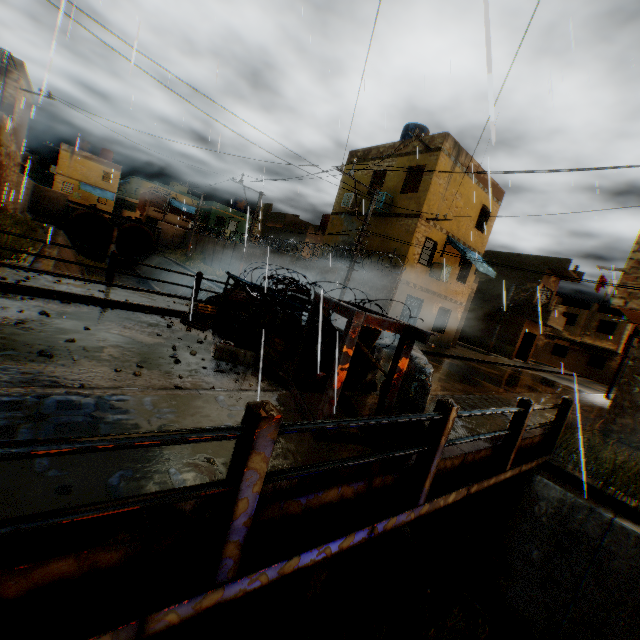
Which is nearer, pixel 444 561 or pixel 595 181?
pixel 444 561

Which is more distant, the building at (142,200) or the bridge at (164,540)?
the building at (142,200)

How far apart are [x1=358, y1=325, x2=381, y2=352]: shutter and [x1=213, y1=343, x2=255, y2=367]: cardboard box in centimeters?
146cm

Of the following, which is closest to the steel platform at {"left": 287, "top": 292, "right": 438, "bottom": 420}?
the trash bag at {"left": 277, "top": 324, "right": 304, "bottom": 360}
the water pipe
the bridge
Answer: the bridge

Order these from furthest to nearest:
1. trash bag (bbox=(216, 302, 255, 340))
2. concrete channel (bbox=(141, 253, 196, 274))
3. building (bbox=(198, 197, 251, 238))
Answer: building (bbox=(198, 197, 251, 238)) < concrete channel (bbox=(141, 253, 196, 274)) < trash bag (bbox=(216, 302, 255, 340))

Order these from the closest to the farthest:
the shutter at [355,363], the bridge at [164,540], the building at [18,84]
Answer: the bridge at [164,540]
the shutter at [355,363]
the building at [18,84]

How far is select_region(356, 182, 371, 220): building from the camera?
18.3m
